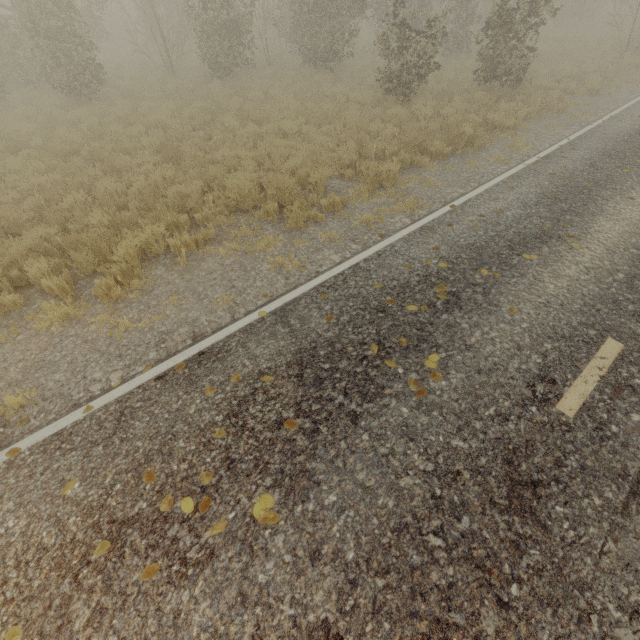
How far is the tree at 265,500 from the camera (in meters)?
2.85

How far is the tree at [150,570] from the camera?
2.61m

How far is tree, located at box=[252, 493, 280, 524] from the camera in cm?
285

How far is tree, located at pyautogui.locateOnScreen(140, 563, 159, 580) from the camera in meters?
2.6

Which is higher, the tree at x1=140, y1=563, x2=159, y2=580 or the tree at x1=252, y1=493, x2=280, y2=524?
the tree at x1=252, y1=493, x2=280, y2=524

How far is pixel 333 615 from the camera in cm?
241
